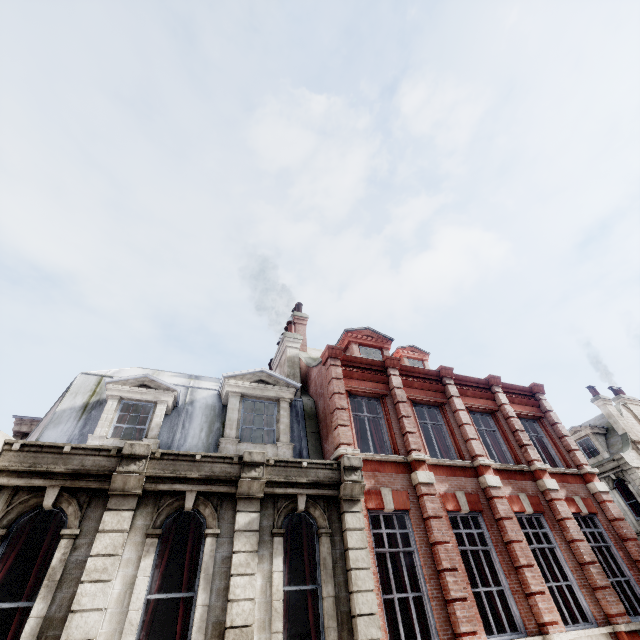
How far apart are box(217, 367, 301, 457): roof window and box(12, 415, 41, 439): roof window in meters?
4.4 m

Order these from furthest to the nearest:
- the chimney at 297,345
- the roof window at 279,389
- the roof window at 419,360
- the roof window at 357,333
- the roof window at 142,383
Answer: the roof window at 419,360, the roof window at 357,333, the chimney at 297,345, the roof window at 279,389, the roof window at 142,383

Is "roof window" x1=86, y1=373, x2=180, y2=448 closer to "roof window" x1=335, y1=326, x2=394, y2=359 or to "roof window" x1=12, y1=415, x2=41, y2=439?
"roof window" x1=12, y1=415, x2=41, y2=439

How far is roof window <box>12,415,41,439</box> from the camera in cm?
914

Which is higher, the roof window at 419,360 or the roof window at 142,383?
the roof window at 419,360

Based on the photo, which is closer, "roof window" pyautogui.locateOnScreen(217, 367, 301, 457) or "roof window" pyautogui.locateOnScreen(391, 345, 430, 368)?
"roof window" pyautogui.locateOnScreen(217, 367, 301, 457)

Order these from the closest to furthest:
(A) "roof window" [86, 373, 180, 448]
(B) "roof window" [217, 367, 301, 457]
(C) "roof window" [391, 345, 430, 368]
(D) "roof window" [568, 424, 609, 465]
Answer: (A) "roof window" [86, 373, 180, 448] → (B) "roof window" [217, 367, 301, 457] → (C) "roof window" [391, 345, 430, 368] → (D) "roof window" [568, 424, 609, 465]

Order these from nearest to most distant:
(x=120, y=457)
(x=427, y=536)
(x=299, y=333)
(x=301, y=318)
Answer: (x=120, y=457) < (x=427, y=536) < (x=299, y=333) < (x=301, y=318)
